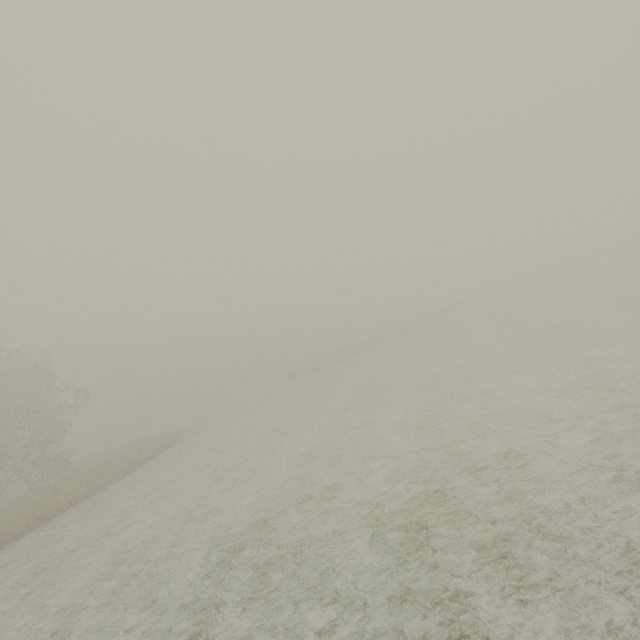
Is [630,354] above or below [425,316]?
below
